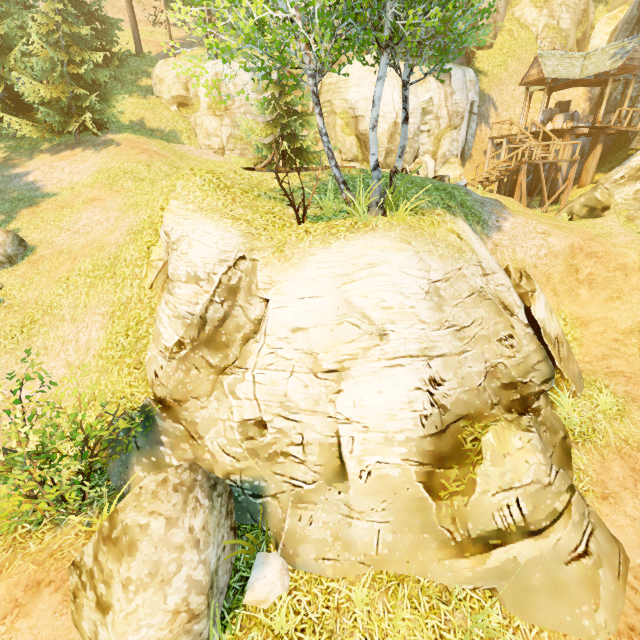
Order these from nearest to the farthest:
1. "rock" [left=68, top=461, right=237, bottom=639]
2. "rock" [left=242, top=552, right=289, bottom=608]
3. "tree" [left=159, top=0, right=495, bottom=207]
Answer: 1. "rock" [left=68, top=461, right=237, bottom=639]
2. "rock" [left=242, top=552, right=289, bottom=608]
3. "tree" [left=159, top=0, right=495, bottom=207]

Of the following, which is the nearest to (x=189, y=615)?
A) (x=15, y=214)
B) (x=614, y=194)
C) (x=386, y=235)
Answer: (x=386, y=235)

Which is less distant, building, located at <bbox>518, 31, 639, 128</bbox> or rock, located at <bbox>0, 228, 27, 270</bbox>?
rock, located at <bbox>0, 228, 27, 270</bbox>

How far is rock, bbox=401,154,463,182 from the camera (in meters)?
16.19

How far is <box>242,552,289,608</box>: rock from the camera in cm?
512

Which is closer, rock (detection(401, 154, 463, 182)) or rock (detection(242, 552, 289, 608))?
rock (detection(242, 552, 289, 608))

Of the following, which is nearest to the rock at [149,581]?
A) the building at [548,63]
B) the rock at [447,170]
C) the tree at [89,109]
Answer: the tree at [89,109]

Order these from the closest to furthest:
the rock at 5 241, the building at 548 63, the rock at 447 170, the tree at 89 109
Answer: the rock at 5 241 → the rock at 447 170 → the tree at 89 109 → the building at 548 63
